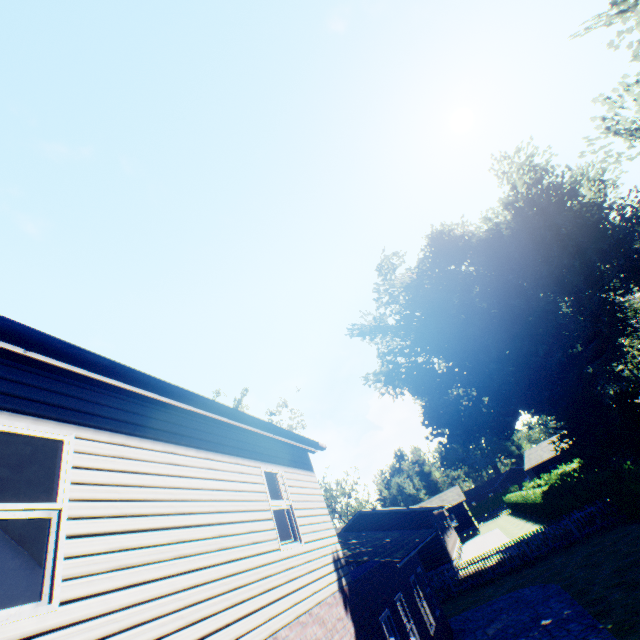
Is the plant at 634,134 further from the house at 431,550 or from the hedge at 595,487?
the house at 431,550

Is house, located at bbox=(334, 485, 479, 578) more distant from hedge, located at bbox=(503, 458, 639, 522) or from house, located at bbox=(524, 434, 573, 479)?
house, located at bbox=(524, 434, 573, 479)

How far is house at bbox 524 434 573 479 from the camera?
43.94m

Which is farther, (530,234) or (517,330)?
(517,330)

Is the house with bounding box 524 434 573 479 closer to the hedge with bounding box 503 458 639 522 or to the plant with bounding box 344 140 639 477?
the plant with bounding box 344 140 639 477

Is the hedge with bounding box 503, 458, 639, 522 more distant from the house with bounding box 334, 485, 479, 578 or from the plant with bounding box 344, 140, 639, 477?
the house with bounding box 334, 485, 479, 578

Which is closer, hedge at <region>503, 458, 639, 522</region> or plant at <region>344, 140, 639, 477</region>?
hedge at <region>503, 458, 639, 522</region>

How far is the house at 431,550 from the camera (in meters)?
24.58
